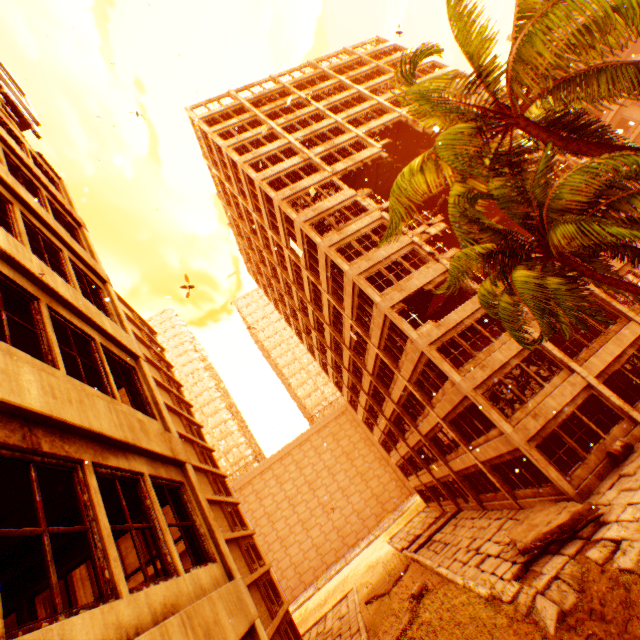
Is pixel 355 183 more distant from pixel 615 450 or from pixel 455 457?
pixel 615 450

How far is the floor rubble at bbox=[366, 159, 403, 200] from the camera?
28.14m

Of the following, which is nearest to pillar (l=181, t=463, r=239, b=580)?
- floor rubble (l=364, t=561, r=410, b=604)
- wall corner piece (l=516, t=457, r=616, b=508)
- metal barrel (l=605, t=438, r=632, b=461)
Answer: wall corner piece (l=516, t=457, r=616, b=508)

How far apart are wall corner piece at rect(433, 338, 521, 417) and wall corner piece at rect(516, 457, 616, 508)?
5.3m

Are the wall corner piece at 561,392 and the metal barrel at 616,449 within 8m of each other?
yes

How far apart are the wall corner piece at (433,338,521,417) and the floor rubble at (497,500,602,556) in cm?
526

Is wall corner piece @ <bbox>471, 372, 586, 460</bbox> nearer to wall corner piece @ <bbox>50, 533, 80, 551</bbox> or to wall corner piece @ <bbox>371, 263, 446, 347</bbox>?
wall corner piece @ <bbox>371, 263, 446, 347</bbox>

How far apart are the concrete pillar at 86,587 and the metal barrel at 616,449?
25.4m
